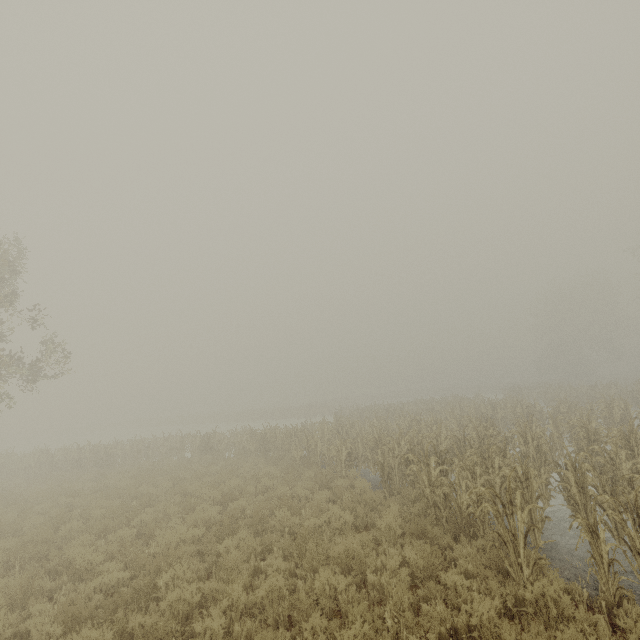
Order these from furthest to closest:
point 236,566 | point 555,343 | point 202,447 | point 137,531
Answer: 1. point 555,343
2. point 202,447
3. point 137,531
4. point 236,566
